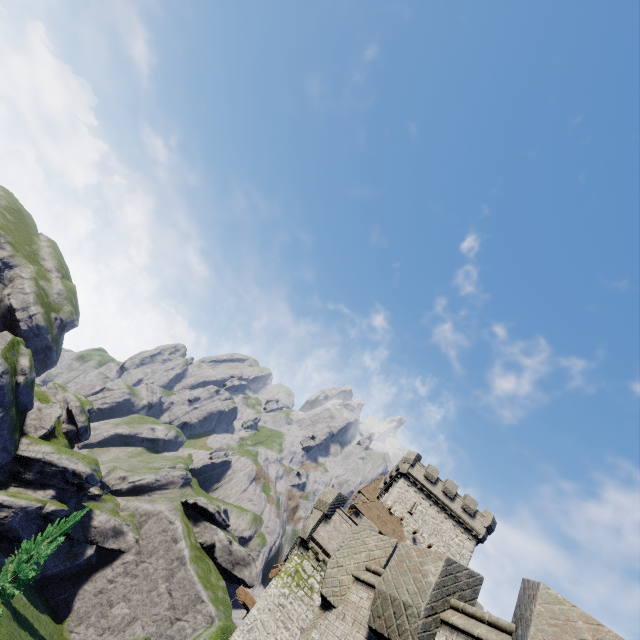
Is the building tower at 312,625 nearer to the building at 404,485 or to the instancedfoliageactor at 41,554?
the building at 404,485

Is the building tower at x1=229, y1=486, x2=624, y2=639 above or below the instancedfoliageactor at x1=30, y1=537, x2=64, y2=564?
above

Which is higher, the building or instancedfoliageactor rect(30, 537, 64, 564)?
the building

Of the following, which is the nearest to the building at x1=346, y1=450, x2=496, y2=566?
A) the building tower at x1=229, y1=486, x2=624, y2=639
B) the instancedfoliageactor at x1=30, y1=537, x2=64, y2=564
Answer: the building tower at x1=229, y1=486, x2=624, y2=639

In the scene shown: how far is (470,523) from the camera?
36.2m

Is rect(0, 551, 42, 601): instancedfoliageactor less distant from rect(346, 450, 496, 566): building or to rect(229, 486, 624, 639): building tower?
rect(346, 450, 496, 566): building

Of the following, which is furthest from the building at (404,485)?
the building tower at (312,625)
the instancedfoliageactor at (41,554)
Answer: the instancedfoliageactor at (41,554)
